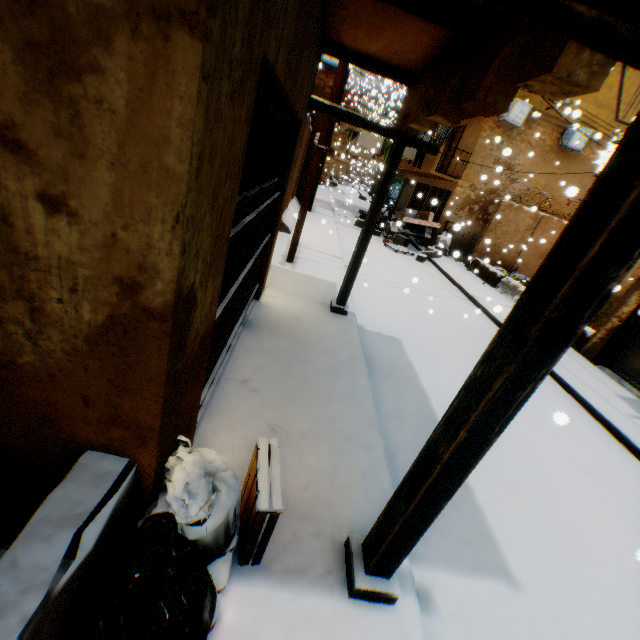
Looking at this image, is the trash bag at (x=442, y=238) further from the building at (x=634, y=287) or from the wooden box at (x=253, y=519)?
the wooden box at (x=253, y=519)

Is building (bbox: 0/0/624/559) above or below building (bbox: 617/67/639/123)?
below

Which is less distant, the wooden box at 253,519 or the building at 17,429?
the building at 17,429

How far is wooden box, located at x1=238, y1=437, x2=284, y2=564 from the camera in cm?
192

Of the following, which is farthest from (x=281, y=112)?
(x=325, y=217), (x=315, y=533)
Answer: (x=325, y=217)

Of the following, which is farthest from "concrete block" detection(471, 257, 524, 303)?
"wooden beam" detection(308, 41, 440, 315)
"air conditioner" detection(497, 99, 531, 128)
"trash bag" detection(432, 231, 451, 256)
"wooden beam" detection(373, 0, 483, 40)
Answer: "wooden beam" detection(373, 0, 483, 40)

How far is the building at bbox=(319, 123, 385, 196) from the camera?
22.8 meters

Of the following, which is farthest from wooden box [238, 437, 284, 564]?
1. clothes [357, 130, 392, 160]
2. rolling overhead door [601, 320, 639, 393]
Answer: clothes [357, 130, 392, 160]
